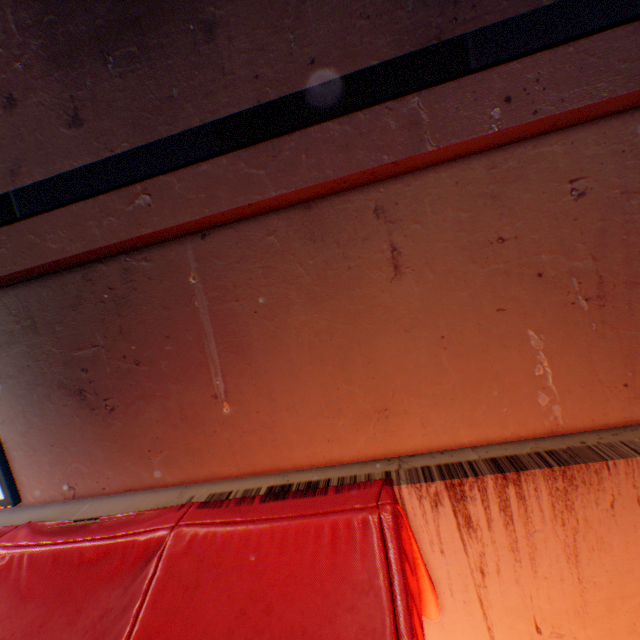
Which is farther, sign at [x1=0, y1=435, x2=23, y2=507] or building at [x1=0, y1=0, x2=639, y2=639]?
sign at [x1=0, y1=435, x2=23, y2=507]

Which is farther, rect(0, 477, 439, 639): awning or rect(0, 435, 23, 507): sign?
rect(0, 435, 23, 507): sign

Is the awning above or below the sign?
below

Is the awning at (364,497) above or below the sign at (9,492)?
below

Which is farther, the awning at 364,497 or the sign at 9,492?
the sign at 9,492

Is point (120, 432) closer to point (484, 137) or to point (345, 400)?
point (345, 400)
